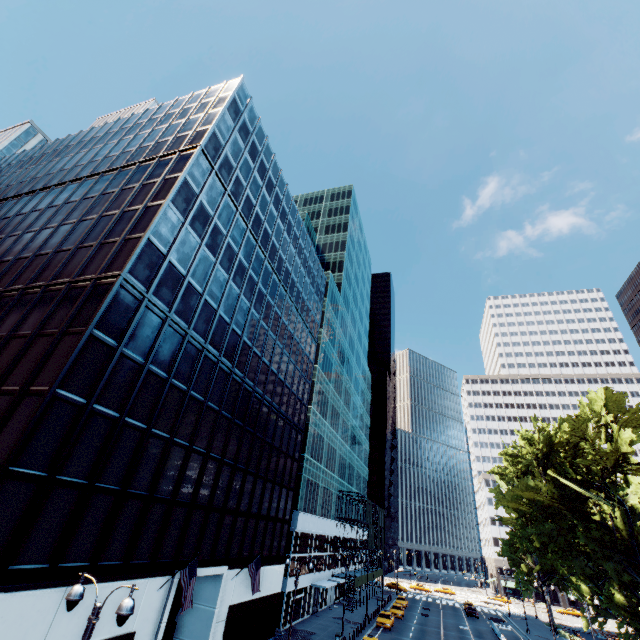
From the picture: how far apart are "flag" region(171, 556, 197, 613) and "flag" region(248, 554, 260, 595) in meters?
8.1 m

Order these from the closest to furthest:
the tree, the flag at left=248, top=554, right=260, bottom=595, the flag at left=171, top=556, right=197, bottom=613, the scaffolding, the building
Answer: the building → the flag at left=171, top=556, right=197, bottom=613 → the flag at left=248, top=554, right=260, bottom=595 → the tree → the scaffolding

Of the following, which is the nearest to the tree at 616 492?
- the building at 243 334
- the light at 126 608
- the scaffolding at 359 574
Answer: the light at 126 608

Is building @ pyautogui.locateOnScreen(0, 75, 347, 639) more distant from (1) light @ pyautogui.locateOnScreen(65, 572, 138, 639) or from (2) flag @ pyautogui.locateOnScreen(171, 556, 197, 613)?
(1) light @ pyautogui.locateOnScreen(65, 572, 138, 639)

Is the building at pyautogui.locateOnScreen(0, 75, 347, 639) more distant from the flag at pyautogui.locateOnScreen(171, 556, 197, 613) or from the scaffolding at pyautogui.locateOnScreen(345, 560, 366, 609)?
the scaffolding at pyautogui.locateOnScreen(345, 560, 366, 609)

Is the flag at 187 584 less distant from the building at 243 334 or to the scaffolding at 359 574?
the building at 243 334

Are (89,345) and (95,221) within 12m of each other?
yes

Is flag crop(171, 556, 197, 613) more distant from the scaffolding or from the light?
the scaffolding
